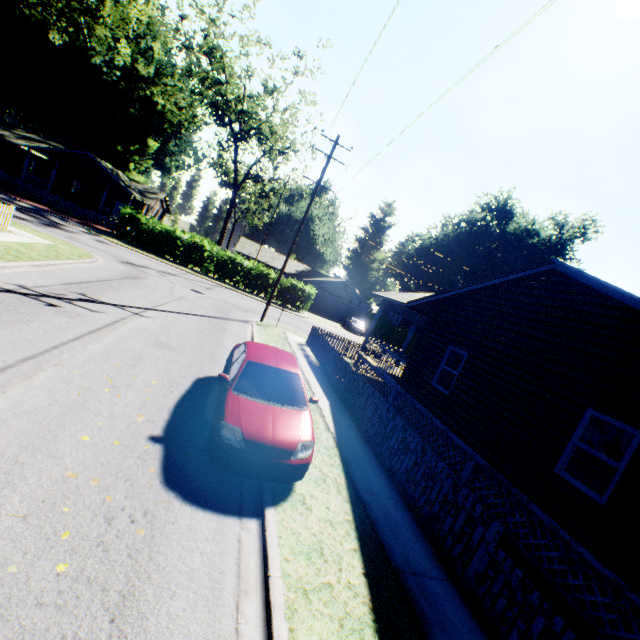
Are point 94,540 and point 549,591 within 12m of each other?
yes

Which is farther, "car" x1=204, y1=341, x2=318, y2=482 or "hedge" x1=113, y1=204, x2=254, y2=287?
"hedge" x1=113, y1=204, x2=254, y2=287

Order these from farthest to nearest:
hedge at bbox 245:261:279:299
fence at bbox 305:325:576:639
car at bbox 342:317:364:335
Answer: car at bbox 342:317:364:335 < hedge at bbox 245:261:279:299 < fence at bbox 305:325:576:639

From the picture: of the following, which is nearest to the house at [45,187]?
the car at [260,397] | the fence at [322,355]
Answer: the fence at [322,355]

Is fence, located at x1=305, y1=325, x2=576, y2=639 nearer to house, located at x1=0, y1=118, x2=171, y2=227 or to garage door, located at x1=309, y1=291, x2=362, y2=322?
garage door, located at x1=309, y1=291, x2=362, y2=322

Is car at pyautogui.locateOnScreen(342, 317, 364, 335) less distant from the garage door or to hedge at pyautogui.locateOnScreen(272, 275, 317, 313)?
the garage door

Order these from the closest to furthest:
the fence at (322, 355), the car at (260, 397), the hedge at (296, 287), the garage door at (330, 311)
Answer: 1. the fence at (322, 355)
2. the car at (260, 397)
3. the hedge at (296, 287)
4. the garage door at (330, 311)

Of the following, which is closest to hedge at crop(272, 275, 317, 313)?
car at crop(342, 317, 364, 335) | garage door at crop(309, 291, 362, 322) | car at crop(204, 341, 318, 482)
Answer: car at crop(342, 317, 364, 335)
